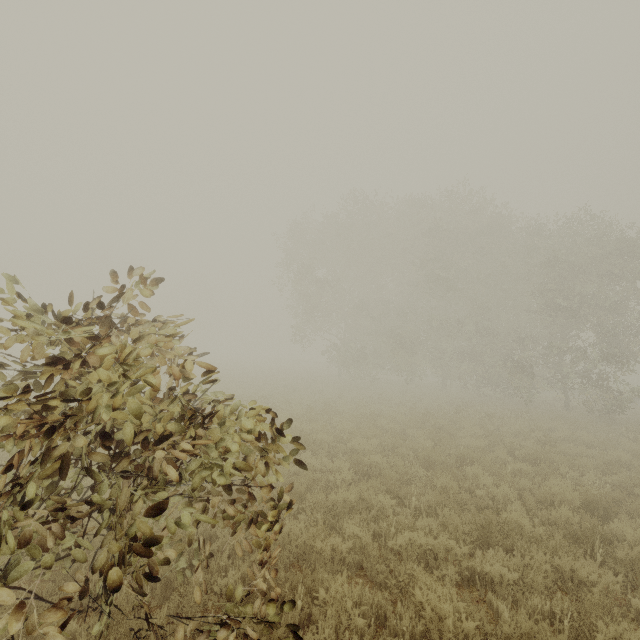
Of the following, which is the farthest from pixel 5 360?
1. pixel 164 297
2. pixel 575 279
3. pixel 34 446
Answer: pixel 575 279
